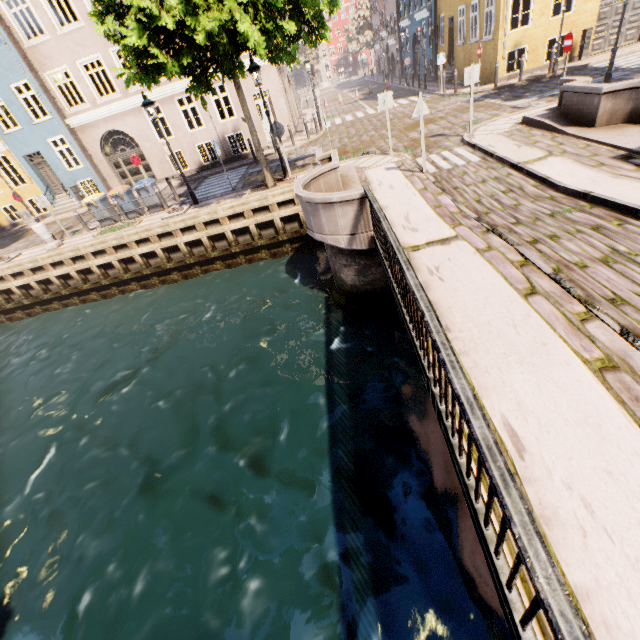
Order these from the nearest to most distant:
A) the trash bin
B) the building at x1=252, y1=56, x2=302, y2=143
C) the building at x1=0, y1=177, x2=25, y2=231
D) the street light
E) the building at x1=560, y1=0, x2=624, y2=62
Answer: the street light
the trash bin
the building at x1=560, y1=0, x2=624, y2=62
the building at x1=252, y1=56, x2=302, y2=143
the building at x1=0, y1=177, x2=25, y2=231

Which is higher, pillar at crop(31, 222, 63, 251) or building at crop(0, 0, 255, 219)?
building at crop(0, 0, 255, 219)

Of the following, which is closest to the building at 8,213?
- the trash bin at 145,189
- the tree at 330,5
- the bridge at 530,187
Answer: the tree at 330,5

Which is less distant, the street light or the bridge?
the bridge

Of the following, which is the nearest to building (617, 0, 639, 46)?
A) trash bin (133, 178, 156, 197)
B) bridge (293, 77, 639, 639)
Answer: trash bin (133, 178, 156, 197)

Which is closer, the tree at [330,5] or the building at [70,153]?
the tree at [330,5]

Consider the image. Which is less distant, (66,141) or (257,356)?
(257,356)

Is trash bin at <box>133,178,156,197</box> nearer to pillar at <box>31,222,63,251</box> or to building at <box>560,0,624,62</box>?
pillar at <box>31,222,63,251</box>
